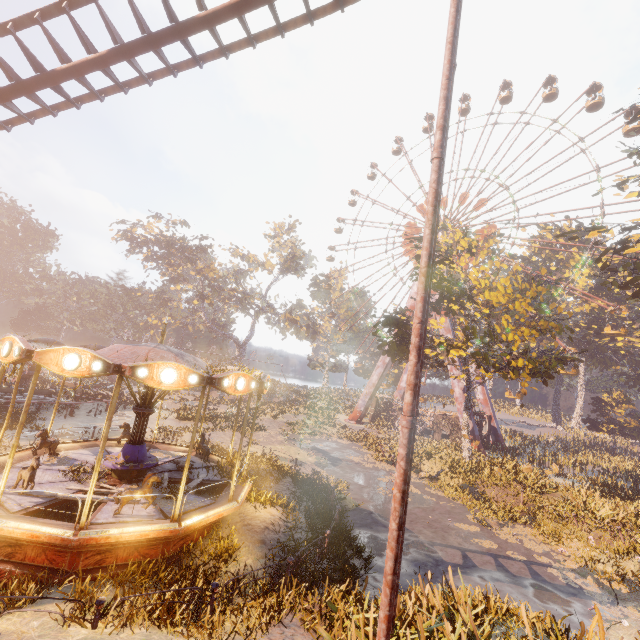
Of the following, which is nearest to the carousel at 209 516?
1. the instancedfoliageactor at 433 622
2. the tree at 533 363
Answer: the instancedfoliageactor at 433 622

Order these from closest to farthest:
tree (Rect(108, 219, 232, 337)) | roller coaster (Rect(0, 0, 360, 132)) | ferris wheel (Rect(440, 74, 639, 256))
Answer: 1. roller coaster (Rect(0, 0, 360, 132))
2. ferris wheel (Rect(440, 74, 639, 256))
3. tree (Rect(108, 219, 232, 337))

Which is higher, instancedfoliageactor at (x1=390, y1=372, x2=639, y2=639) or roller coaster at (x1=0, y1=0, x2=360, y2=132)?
roller coaster at (x1=0, y1=0, x2=360, y2=132)

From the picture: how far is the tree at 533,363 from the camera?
20.5 meters

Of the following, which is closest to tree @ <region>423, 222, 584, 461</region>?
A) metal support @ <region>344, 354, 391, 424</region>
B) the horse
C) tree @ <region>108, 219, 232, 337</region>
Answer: metal support @ <region>344, 354, 391, 424</region>

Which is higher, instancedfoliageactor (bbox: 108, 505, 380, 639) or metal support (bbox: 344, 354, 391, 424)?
metal support (bbox: 344, 354, 391, 424)

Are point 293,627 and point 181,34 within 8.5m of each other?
no

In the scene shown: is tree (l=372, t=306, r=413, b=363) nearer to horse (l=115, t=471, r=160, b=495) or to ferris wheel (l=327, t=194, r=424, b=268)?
ferris wheel (l=327, t=194, r=424, b=268)
